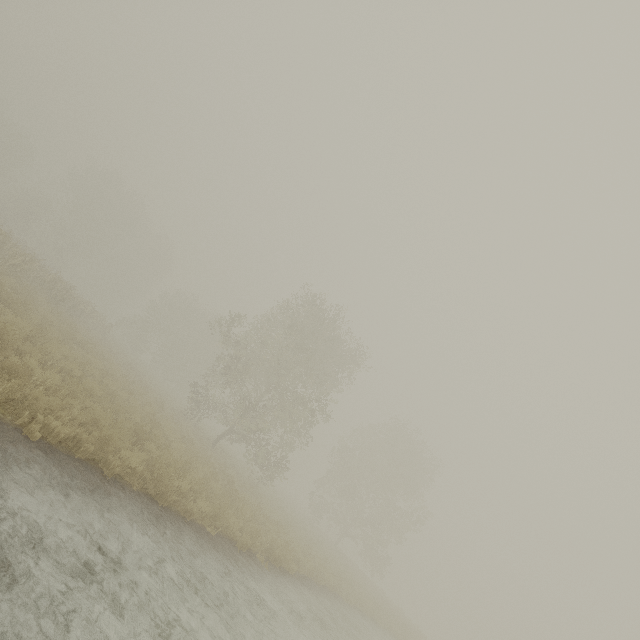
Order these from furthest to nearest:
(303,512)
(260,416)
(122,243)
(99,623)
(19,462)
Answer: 1. (122,243)
2. (303,512)
3. (260,416)
4. (19,462)
5. (99,623)
